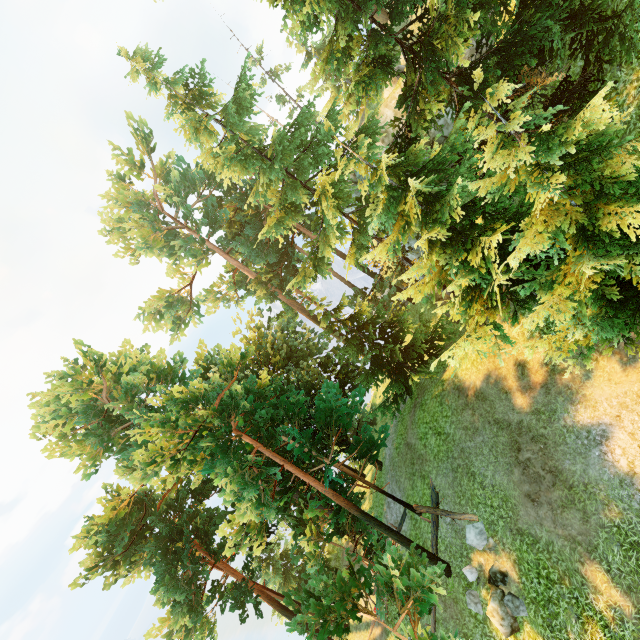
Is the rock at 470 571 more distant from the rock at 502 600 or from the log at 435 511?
the log at 435 511

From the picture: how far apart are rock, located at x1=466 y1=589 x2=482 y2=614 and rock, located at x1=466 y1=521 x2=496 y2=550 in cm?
150

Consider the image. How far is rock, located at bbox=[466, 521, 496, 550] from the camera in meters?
12.0

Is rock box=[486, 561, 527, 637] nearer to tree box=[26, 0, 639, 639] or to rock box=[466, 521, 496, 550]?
rock box=[466, 521, 496, 550]

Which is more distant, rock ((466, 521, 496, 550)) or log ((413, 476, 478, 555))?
log ((413, 476, 478, 555))

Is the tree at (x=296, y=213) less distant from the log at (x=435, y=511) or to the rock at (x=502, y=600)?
the log at (x=435, y=511)

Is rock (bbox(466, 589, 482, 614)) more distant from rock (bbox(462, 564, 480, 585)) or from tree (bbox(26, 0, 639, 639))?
tree (bbox(26, 0, 639, 639))

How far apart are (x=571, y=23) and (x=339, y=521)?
20.94m
